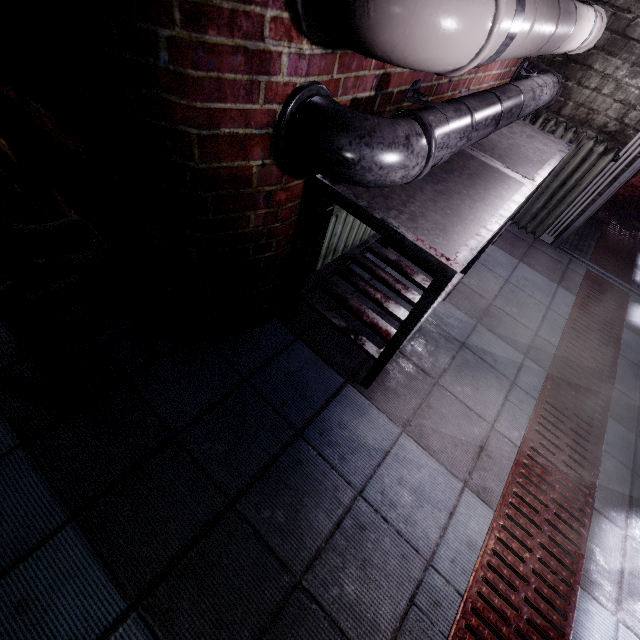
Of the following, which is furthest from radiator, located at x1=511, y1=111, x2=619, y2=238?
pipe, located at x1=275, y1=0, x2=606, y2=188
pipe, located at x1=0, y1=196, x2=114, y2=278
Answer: pipe, located at x1=0, y1=196, x2=114, y2=278

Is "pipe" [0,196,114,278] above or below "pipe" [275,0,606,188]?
below

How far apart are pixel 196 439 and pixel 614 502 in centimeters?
203cm

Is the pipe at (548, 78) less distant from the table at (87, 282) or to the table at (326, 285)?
the table at (326, 285)

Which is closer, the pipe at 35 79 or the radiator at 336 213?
the pipe at 35 79

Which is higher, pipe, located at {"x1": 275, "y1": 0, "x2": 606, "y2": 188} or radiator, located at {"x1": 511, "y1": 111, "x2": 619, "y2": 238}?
pipe, located at {"x1": 275, "y1": 0, "x2": 606, "y2": 188}

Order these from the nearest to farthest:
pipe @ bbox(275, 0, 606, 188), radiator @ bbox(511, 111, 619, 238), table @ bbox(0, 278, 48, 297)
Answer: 1. pipe @ bbox(275, 0, 606, 188)
2. table @ bbox(0, 278, 48, 297)
3. radiator @ bbox(511, 111, 619, 238)

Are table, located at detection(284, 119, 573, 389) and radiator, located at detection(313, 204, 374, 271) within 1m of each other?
yes
